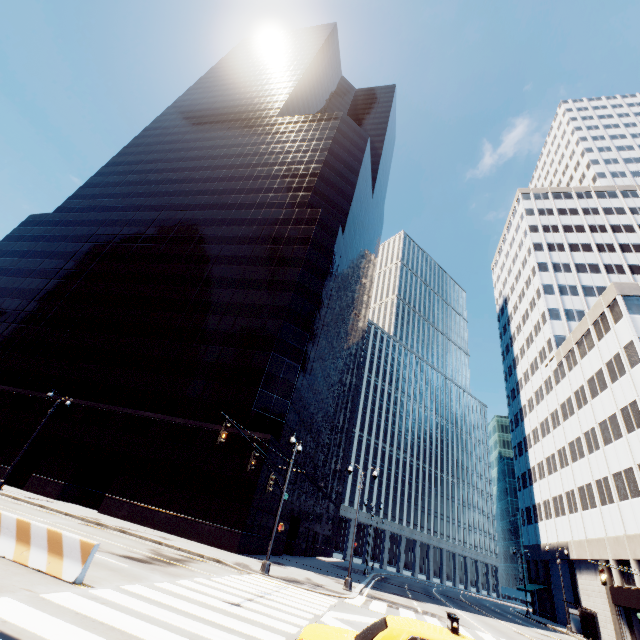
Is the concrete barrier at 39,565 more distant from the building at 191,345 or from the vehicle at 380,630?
the building at 191,345

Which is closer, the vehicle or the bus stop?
the vehicle

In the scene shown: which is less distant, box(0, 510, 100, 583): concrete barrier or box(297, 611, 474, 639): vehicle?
box(297, 611, 474, 639): vehicle

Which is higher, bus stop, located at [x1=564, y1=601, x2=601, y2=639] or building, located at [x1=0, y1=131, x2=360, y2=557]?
building, located at [x1=0, y1=131, x2=360, y2=557]

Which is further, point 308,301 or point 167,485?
point 308,301

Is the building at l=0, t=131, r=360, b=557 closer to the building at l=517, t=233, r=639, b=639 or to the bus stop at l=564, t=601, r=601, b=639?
the bus stop at l=564, t=601, r=601, b=639

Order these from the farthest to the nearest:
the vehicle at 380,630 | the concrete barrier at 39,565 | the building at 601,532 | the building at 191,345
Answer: the building at 601,532 < the building at 191,345 < the concrete barrier at 39,565 < the vehicle at 380,630

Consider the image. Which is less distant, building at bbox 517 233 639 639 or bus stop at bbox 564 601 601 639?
bus stop at bbox 564 601 601 639
